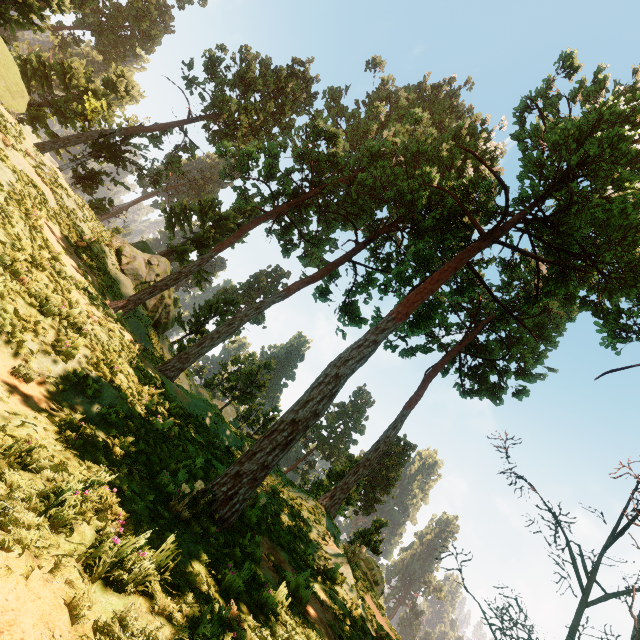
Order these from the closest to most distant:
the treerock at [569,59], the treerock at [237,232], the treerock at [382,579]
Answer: the treerock at [237,232], the treerock at [382,579], the treerock at [569,59]

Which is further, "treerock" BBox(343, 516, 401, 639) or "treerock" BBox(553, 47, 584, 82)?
"treerock" BBox(553, 47, 584, 82)

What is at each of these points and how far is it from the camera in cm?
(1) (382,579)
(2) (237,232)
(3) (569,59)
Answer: (1) treerock, 2375
(2) treerock, 1862
(3) treerock, 1334

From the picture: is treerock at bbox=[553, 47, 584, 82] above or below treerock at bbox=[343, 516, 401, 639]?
above

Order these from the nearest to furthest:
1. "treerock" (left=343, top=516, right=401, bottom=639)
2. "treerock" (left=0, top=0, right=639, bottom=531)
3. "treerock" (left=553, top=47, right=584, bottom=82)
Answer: "treerock" (left=0, top=0, right=639, bottom=531) < "treerock" (left=343, top=516, right=401, bottom=639) < "treerock" (left=553, top=47, right=584, bottom=82)

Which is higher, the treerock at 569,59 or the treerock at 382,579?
the treerock at 569,59

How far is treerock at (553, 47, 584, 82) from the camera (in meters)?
13.12
